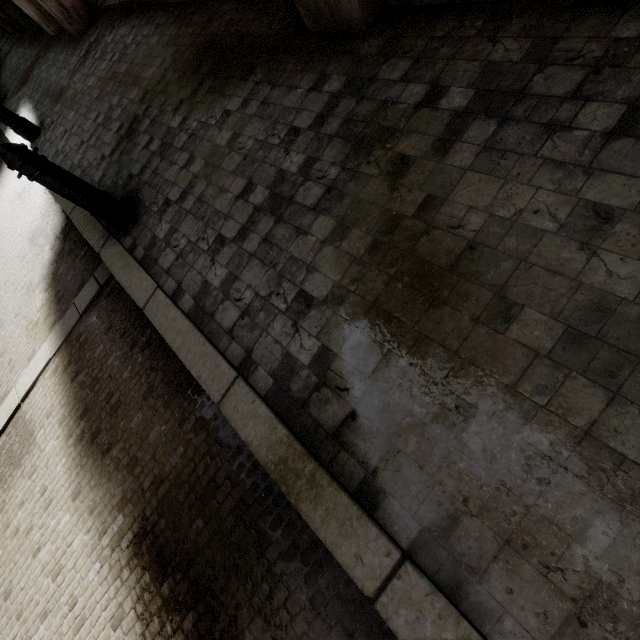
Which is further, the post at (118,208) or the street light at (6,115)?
the street light at (6,115)

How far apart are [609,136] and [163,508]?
3.17m

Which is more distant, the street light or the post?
the street light
